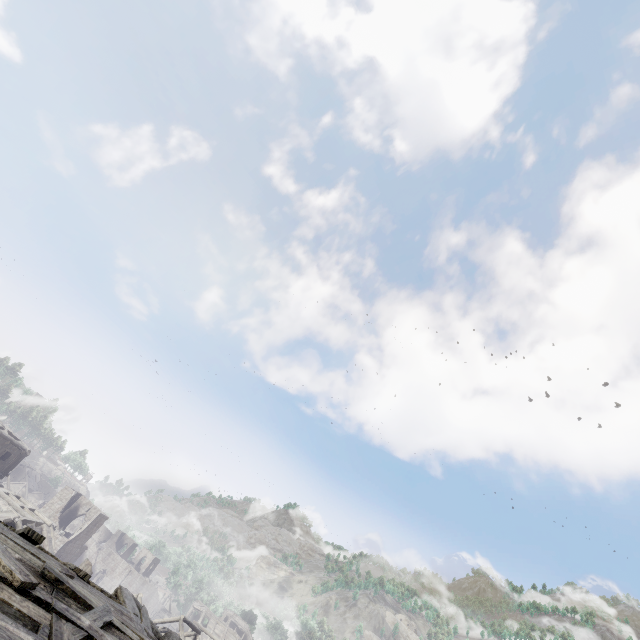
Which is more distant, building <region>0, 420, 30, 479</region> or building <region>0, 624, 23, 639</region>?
building <region>0, 420, 30, 479</region>

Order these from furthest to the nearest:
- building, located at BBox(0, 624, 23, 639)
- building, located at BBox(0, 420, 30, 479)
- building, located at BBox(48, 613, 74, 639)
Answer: building, located at BBox(0, 420, 30, 479), building, located at BBox(48, 613, 74, 639), building, located at BBox(0, 624, 23, 639)

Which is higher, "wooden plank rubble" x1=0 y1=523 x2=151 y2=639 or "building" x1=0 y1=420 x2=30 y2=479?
"wooden plank rubble" x1=0 y1=523 x2=151 y2=639

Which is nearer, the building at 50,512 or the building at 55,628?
the building at 55,628

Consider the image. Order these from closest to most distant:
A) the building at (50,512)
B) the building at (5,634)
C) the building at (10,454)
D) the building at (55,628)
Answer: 1. the building at (5,634)
2. the building at (55,628)
3. the building at (50,512)
4. the building at (10,454)

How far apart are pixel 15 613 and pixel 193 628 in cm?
4537

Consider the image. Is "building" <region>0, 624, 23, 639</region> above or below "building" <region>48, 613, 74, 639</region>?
above
